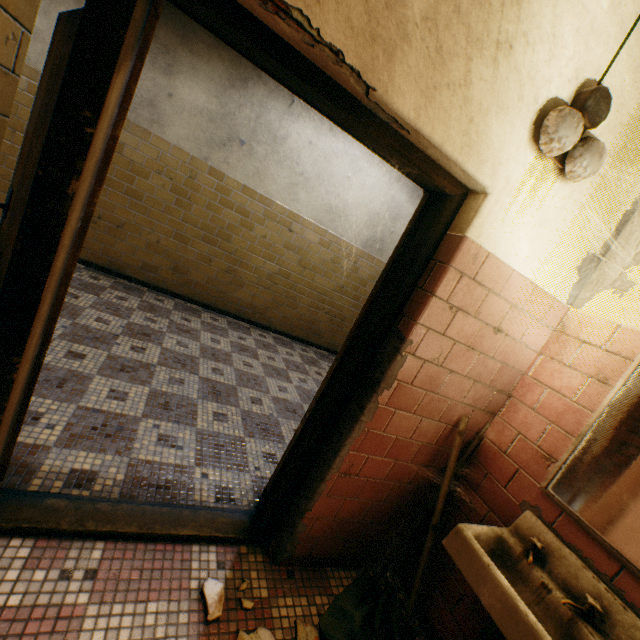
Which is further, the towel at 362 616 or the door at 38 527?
the towel at 362 616

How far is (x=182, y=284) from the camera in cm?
490

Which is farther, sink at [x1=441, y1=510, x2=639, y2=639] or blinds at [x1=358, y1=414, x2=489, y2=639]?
blinds at [x1=358, y1=414, x2=489, y2=639]

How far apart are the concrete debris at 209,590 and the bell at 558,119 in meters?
2.4 m

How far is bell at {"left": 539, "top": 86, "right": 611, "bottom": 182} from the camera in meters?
1.2 m

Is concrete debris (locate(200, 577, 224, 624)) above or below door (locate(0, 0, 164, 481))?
below

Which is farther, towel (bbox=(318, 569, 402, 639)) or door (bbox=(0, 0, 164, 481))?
towel (bbox=(318, 569, 402, 639))

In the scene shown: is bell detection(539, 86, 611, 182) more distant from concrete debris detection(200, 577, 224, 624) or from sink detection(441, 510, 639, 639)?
concrete debris detection(200, 577, 224, 624)
